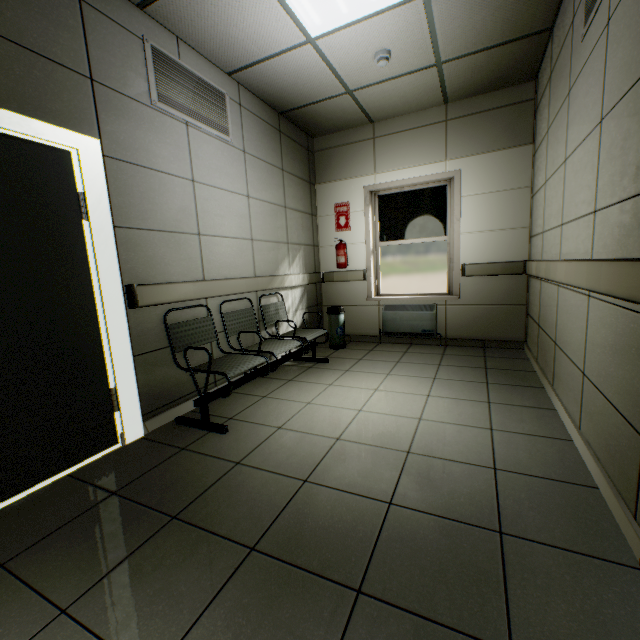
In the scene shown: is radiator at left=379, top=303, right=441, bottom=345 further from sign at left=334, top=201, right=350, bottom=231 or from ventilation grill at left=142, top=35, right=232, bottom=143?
ventilation grill at left=142, top=35, right=232, bottom=143

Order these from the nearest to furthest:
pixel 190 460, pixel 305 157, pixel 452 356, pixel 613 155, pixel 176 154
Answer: pixel 613 155
pixel 190 460
pixel 176 154
pixel 452 356
pixel 305 157

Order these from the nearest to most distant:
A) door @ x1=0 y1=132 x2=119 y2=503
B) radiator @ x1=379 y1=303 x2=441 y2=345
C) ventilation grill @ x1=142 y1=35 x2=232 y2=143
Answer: door @ x1=0 y1=132 x2=119 y2=503 → ventilation grill @ x1=142 y1=35 x2=232 y2=143 → radiator @ x1=379 y1=303 x2=441 y2=345

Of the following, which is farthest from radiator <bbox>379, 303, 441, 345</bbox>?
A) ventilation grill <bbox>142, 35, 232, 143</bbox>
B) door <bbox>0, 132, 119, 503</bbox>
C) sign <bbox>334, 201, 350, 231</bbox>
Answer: Result: door <bbox>0, 132, 119, 503</bbox>

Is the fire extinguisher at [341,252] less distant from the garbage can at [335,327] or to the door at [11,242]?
the garbage can at [335,327]

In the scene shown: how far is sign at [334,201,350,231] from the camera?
5.1 meters

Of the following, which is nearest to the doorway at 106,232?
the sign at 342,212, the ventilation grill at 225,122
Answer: the ventilation grill at 225,122

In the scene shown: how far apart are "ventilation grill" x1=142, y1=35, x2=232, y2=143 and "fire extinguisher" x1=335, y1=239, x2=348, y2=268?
2.2 meters
